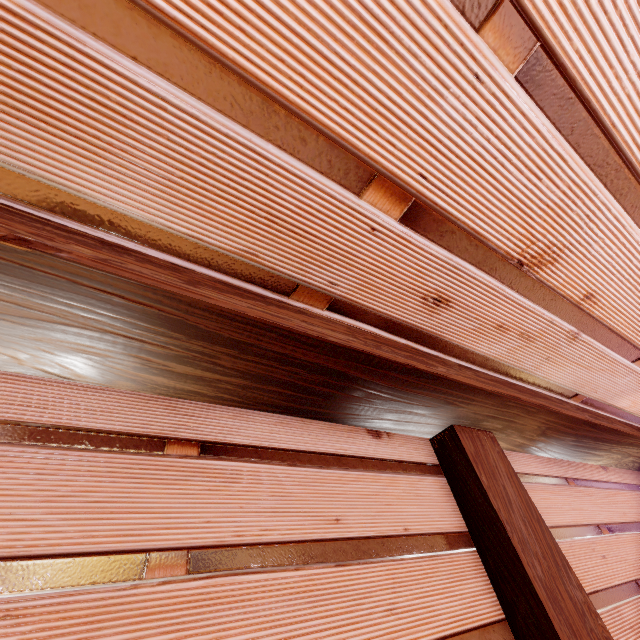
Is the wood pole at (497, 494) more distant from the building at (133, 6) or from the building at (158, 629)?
the building at (133, 6)

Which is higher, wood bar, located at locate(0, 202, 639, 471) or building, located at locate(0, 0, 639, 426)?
building, located at locate(0, 0, 639, 426)

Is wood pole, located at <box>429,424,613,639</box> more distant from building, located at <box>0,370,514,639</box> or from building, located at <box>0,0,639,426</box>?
building, located at <box>0,0,639,426</box>

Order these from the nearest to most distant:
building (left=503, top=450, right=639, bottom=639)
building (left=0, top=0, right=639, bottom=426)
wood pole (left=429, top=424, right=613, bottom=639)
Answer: building (left=0, top=0, right=639, bottom=426) → wood pole (left=429, top=424, right=613, bottom=639) → building (left=503, top=450, right=639, bottom=639)

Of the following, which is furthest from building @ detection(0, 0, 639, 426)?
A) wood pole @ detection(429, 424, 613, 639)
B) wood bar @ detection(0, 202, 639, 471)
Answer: wood pole @ detection(429, 424, 613, 639)

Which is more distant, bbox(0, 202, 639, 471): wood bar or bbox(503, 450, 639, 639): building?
bbox(503, 450, 639, 639): building

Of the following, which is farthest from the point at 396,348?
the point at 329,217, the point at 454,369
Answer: the point at 329,217

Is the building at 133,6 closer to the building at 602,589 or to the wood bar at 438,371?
the wood bar at 438,371
